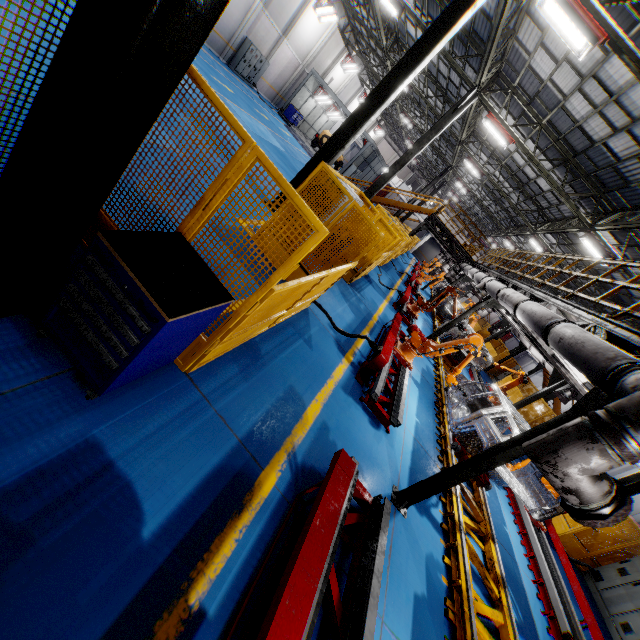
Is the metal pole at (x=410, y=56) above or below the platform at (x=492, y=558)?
above

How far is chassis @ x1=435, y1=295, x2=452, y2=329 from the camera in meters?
18.1 m

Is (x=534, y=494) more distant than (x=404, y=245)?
No

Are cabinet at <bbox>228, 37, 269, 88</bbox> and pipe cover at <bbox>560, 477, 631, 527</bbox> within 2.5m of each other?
no

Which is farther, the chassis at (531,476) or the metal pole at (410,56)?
the metal pole at (410,56)

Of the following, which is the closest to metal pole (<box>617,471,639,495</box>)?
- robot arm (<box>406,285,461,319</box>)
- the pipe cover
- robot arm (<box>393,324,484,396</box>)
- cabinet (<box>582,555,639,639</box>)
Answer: cabinet (<box>582,555,639,639</box>)

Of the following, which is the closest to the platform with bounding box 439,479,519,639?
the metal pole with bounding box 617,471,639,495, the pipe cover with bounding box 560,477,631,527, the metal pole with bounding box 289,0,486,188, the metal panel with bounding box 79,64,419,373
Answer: the pipe cover with bounding box 560,477,631,527

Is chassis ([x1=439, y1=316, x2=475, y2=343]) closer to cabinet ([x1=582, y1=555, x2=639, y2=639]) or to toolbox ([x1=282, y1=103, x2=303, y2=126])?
cabinet ([x1=582, y1=555, x2=639, y2=639])
